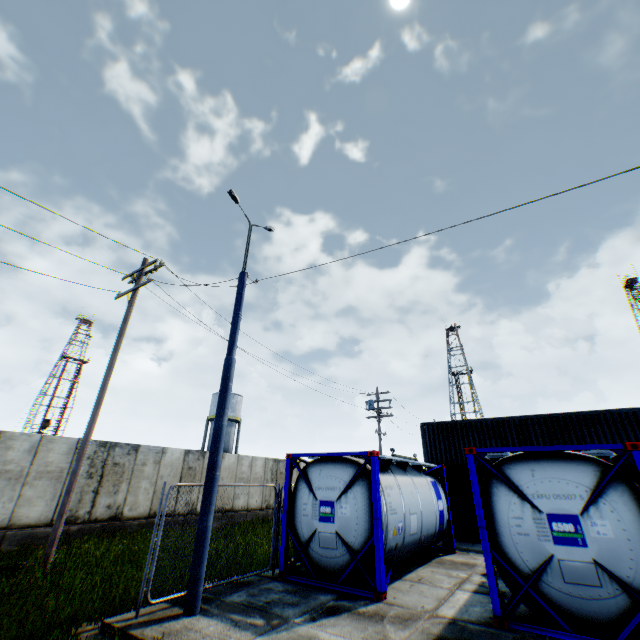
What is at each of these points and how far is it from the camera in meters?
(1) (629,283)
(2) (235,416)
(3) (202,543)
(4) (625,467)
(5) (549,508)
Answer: (1) landrig, 57.3 m
(2) vertical tank, 41.7 m
(3) street light, 6.4 m
(4) storage container, 15.7 m
(5) tank container, 6.1 m

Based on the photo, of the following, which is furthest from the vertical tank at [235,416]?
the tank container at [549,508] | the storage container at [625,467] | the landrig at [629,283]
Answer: the landrig at [629,283]

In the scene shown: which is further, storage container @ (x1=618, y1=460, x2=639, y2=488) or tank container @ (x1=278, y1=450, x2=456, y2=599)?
storage container @ (x1=618, y1=460, x2=639, y2=488)

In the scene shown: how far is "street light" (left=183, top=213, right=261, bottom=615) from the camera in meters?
6.2 m

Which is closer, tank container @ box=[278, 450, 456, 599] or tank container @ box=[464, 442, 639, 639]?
tank container @ box=[464, 442, 639, 639]

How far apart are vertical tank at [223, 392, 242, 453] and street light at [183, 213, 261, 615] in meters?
34.5 m

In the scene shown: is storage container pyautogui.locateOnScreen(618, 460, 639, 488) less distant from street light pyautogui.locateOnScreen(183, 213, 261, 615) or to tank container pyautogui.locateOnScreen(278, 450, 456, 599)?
tank container pyautogui.locateOnScreen(278, 450, 456, 599)

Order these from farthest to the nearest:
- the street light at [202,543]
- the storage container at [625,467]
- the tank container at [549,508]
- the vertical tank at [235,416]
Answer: the vertical tank at [235,416]
the storage container at [625,467]
the street light at [202,543]
the tank container at [549,508]
